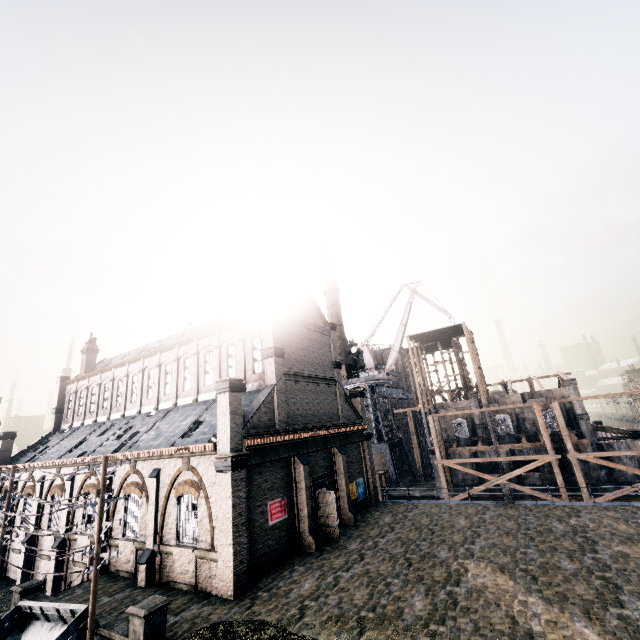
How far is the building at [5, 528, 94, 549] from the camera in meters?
24.6 m

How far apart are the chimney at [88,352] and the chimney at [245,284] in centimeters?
2848cm

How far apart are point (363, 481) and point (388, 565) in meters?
14.0

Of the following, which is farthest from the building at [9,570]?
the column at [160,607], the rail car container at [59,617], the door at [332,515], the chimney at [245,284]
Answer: the rail car container at [59,617]

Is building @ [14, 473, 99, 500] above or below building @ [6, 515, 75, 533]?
above

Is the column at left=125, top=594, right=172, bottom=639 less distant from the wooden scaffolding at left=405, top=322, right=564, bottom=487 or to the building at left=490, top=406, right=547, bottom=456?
the building at left=490, top=406, right=547, bottom=456

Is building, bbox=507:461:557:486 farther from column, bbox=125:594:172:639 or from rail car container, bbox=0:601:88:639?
rail car container, bbox=0:601:88:639

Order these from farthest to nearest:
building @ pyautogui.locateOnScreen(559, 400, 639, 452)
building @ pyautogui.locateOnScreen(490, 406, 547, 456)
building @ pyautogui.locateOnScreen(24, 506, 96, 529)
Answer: building @ pyautogui.locateOnScreen(490, 406, 547, 456)
building @ pyautogui.locateOnScreen(559, 400, 639, 452)
building @ pyautogui.locateOnScreen(24, 506, 96, 529)
